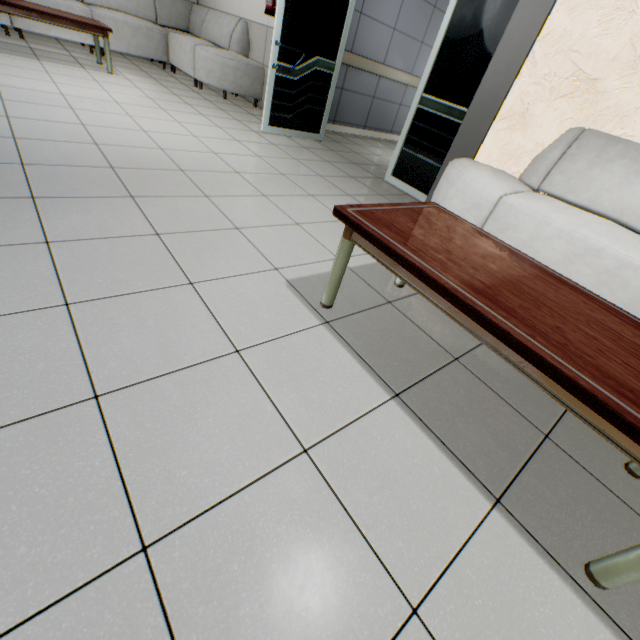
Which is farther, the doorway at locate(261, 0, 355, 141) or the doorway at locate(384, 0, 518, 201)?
the doorway at locate(261, 0, 355, 141)

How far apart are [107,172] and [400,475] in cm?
267

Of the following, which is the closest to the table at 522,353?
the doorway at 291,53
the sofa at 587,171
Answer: the sofa at 587,171

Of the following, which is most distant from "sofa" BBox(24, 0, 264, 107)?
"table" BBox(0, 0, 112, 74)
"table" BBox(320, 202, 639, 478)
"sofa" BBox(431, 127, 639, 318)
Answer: "table" BBox(320, 202, 639, 478)

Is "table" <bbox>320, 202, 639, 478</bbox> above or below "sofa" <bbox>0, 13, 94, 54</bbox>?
above

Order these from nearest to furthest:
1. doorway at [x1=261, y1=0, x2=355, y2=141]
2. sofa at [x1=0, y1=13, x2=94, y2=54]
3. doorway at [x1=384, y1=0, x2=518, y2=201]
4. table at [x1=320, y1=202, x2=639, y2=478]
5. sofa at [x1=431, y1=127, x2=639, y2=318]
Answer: table at [x1=320, y1=202, x2=639, y2=478] → sofa at [x1=431, y1=127, x2=639, y2=318] → doorway at [x1=384, y1=0, x2=518, y2=201] → doorway at [x1=261, y1=0, x2=355, y2=141] → sofa at [x1=0, y1=13, x2=94, y2=54]

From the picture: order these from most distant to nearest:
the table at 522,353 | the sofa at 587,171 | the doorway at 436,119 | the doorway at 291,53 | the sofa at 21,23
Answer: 1. the sofa at 21,23
2. the doorway at 291,53
3. the doorway at 436,119
4. the sofa at 587,171
5. the table at 522,353

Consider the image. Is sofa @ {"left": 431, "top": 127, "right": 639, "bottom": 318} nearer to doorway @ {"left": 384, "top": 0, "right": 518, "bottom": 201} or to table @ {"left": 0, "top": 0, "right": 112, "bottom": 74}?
doorway @ {"left": 384, "top": 0, "right": 518, "bottom": 201}
